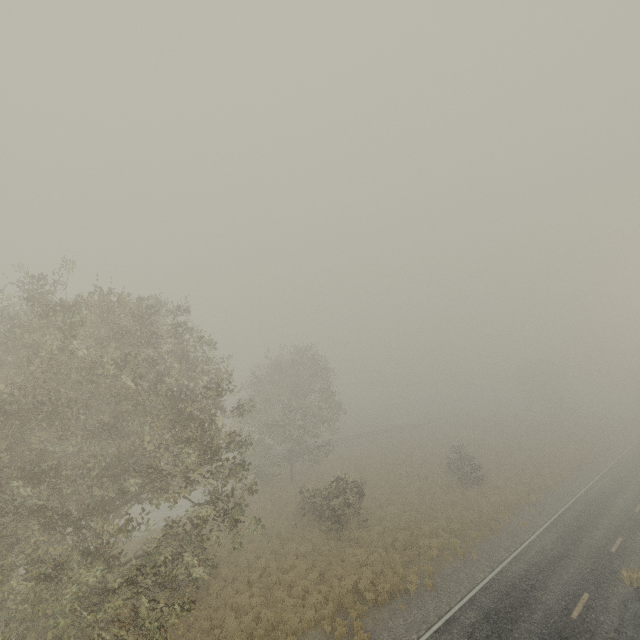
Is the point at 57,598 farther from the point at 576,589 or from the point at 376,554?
the point at 576,589
